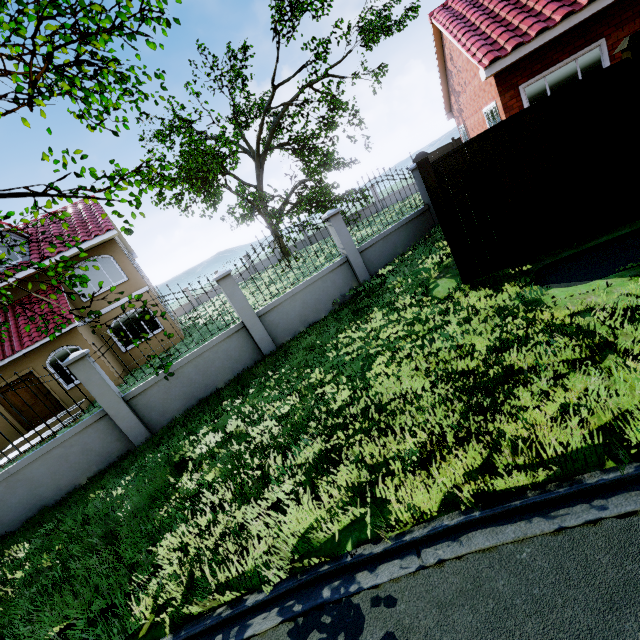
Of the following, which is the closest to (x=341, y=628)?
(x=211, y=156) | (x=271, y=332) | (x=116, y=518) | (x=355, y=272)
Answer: (x=116, y=518)

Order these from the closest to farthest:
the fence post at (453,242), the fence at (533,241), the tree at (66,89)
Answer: the tree at (66,89) → the fence at (533,241) → the fence post at (453,242)

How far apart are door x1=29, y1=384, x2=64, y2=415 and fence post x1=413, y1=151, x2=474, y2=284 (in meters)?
16.16

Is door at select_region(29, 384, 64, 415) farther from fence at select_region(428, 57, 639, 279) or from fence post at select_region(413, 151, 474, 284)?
fence post at select_region(413, 151, 474, 284)

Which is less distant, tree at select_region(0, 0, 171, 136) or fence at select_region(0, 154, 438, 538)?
tree at select_region(0, 0, 171, 136)

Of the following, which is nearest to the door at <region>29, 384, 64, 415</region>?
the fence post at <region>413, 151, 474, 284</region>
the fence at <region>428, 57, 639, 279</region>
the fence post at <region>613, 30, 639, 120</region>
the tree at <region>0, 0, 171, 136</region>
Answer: the tree at <region>0, 0, 171, 136</region>

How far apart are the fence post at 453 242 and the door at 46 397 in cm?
1616
